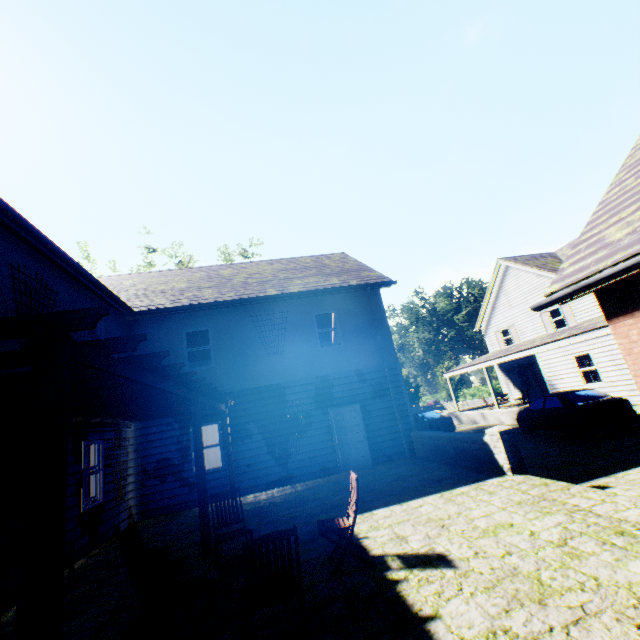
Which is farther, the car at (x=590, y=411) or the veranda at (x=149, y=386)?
the car at (x=590, y=411)

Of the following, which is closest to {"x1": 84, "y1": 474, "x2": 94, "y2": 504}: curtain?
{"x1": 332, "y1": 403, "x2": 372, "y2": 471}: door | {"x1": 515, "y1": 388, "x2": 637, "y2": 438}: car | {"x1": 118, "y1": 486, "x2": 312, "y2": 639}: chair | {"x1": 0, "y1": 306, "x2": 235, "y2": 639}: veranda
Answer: {"x1": 0, "y1": 306, "x2": 235, "y2": 639}: veranda

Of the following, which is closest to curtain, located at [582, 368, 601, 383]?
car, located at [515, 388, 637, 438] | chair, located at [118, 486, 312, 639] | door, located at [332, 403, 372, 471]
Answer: car, located at [515, 388, 637, 438]

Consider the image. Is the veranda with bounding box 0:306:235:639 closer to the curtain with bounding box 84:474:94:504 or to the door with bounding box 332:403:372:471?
the curtain with bounding box 84:474:94:504

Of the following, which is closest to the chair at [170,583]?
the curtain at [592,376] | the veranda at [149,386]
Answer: the veranda at [149,386]

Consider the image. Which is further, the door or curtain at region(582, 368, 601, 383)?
curtain at region(582, 368, 601, 383)

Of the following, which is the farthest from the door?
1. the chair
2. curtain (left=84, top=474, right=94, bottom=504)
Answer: the chair

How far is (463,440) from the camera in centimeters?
888cm
